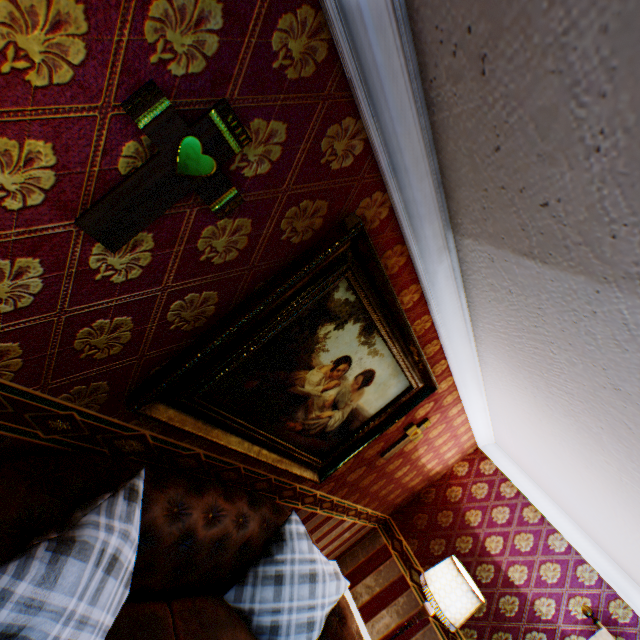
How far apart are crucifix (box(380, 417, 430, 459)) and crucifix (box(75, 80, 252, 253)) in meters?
2.8 m

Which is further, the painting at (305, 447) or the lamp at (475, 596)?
the lamp at (475, 596)

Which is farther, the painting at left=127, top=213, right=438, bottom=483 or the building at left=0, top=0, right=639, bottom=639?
the painting at left=127, top=213, right=438, bottom=483

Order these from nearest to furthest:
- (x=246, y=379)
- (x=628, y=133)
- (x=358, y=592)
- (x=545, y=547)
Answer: (x=628, y=133)
(x=246, y=379)
(x=545, y=547)
(x=358, y=592)

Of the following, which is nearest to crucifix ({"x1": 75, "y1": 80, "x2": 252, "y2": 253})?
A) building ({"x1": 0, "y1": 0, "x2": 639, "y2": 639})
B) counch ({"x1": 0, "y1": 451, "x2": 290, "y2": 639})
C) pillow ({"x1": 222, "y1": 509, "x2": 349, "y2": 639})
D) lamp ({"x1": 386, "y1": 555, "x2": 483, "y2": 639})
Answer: building ({"x1": 0, "y1": 0, "x2": 639, "y2": 639})

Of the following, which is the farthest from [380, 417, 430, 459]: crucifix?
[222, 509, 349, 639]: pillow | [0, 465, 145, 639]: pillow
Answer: [0, 465, 145, 639]: pillow

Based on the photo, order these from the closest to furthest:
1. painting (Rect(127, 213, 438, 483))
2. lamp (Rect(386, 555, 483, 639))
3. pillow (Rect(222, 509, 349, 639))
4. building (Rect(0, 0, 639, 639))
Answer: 1. building (Rect(0, 0, 639, 639))
2. painting (Rect(127, 213, 438, 483))
3. pillow (Rect(222, 509, 349, 639))
4. lamp (Rect(386, 555, 483, 639))

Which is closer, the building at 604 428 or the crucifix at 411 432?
the building at 604 428
